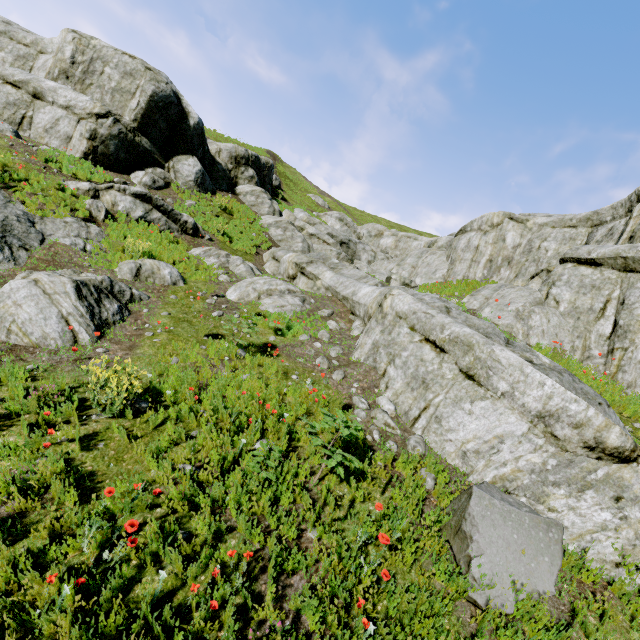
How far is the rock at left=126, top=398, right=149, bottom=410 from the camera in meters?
5.0 m

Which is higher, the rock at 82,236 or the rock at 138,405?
the rock at 82,236

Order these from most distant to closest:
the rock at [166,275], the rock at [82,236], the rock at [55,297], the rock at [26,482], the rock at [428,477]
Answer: the rock at [166,275], the rock at [82,236], the rock at [55,297], the rock at [428,477], the rock at [26,482]

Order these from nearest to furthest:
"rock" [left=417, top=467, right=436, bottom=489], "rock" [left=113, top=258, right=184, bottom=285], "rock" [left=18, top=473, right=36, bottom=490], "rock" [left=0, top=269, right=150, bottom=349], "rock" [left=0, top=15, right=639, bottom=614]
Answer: "rock" [left=18, top=473, right=36, bottom=490]
"rock" [left=0, top=15, right=639, bottom=614]
"rock" [left=417, top=467, right=436, bottom=489]
"rock" [left=0, top=269, right=150, bottom=349]
"rock" [left=113, top=258, right=184, bottom=285]

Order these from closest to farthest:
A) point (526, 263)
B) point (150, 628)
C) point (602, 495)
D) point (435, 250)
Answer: point (150, 628)
point (602, 495)
point (526, 263)
point (435, 250)

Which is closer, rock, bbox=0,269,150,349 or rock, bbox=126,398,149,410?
rock, bbox=126,398,149,410

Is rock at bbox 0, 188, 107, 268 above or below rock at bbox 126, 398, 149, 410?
above
